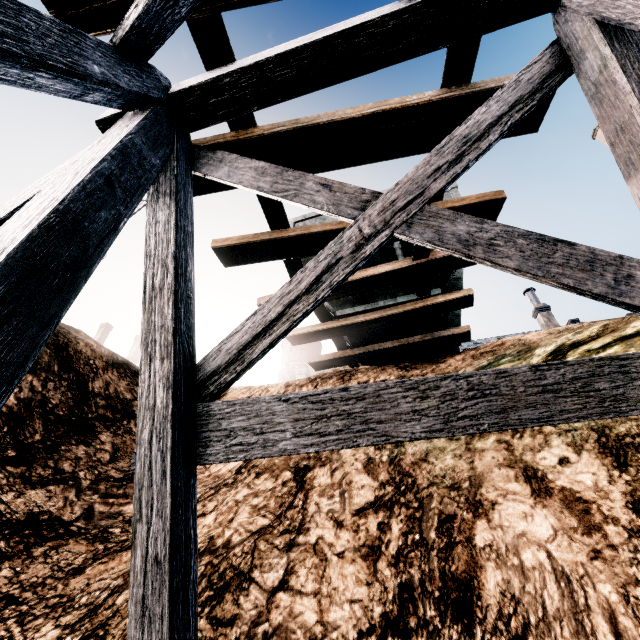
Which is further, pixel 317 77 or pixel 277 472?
pixel 277 472

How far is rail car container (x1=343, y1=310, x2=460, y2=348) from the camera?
9.97m

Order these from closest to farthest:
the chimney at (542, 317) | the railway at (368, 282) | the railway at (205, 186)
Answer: the railway at (205, 186), the railway at (368, 282), the chimney at (542, 317)

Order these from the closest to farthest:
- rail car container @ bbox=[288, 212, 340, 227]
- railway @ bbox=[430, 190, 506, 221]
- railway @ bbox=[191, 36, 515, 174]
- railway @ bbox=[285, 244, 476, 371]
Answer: railway @ bbox=[191, 36, 515, 174], railway @ bbox=[430, 190, 506, 221], railway @ bbox=[285, 244, 476, 371], rail car container @ bbox=[288, 212, 340, 227]

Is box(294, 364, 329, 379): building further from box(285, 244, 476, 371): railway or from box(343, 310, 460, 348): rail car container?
box(285, 244, 476, 371): railway

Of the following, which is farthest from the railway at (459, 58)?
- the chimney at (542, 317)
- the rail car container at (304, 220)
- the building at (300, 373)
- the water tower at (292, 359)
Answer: the water tower at (292, 359)

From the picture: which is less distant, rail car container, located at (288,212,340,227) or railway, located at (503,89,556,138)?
railway, located at (503,89,556,138)

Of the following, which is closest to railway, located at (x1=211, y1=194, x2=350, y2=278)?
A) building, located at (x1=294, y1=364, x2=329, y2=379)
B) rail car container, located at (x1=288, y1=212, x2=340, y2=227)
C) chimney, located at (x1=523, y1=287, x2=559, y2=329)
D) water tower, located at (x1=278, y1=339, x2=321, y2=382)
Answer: rail car container, located at (x1=288, y1=212, x2=340, y2=227)
